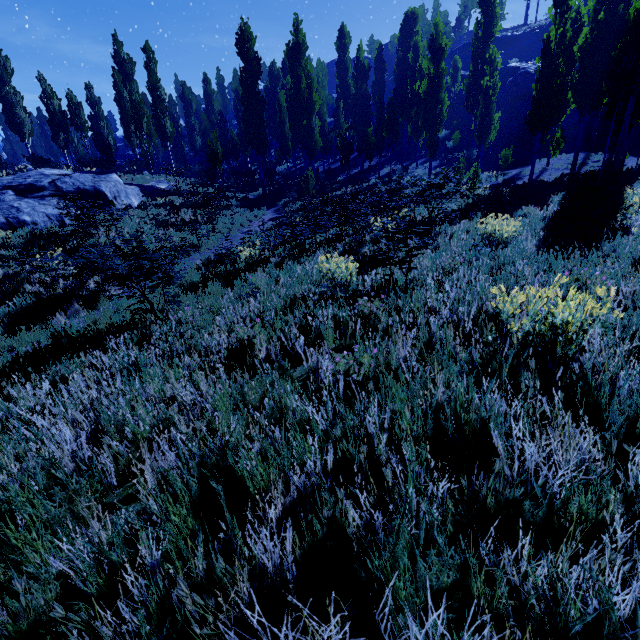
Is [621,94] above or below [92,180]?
above

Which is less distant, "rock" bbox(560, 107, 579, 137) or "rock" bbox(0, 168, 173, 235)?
"rock" bbox(0, 168, 173, 235)

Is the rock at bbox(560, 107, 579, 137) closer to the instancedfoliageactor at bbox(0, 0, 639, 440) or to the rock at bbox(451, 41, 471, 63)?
the instancedfoliageactor at bbox(0, 0, 639, 440)

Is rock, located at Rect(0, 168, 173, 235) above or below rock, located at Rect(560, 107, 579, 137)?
below

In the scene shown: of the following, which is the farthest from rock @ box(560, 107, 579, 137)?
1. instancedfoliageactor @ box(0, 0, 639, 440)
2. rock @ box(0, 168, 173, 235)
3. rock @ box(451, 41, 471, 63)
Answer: rock @ box(0, 168, 173, 235)

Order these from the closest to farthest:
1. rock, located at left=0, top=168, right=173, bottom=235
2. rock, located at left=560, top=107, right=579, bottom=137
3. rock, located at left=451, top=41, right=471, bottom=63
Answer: rock, located at left=0, top=168, right=173, bottom=235 < rock, located at left=560, top=107, right=579, bottom=137 < rock, located at left=451, top=41, right=471, bottom=63

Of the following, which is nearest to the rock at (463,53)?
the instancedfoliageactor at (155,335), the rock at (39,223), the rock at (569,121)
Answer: the instancedfoliageactor at (155,335)

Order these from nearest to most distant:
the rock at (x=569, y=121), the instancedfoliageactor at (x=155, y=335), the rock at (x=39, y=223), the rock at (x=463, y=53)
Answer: the instancedfoliageactor at (x=155, y=335)
the rock at (x=39, y=223)
the rock at (x=569, y=121)
the rock at (x=463, y=53)
